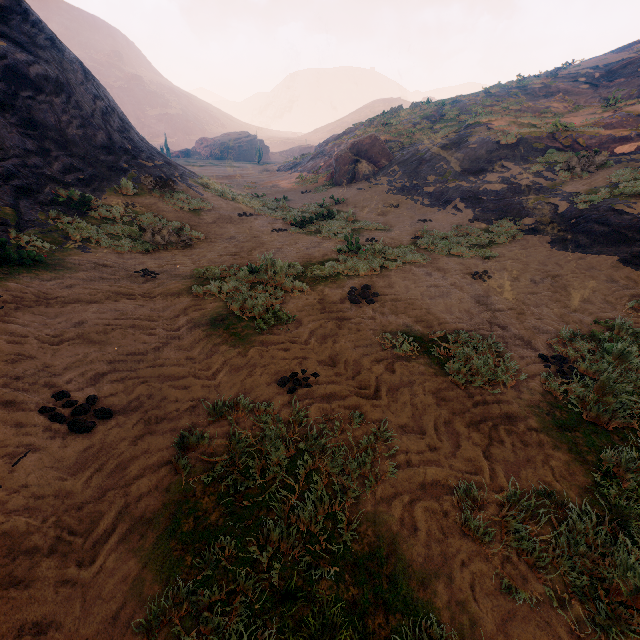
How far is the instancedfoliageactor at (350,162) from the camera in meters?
19.1

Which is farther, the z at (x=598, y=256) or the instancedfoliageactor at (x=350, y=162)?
the instancedfoliageactor at (x=350, y=162)

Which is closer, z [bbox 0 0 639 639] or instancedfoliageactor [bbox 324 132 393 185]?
z [bbox 0 0 639 639]

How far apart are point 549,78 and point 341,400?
31.32m

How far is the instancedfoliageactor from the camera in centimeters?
1911cm
